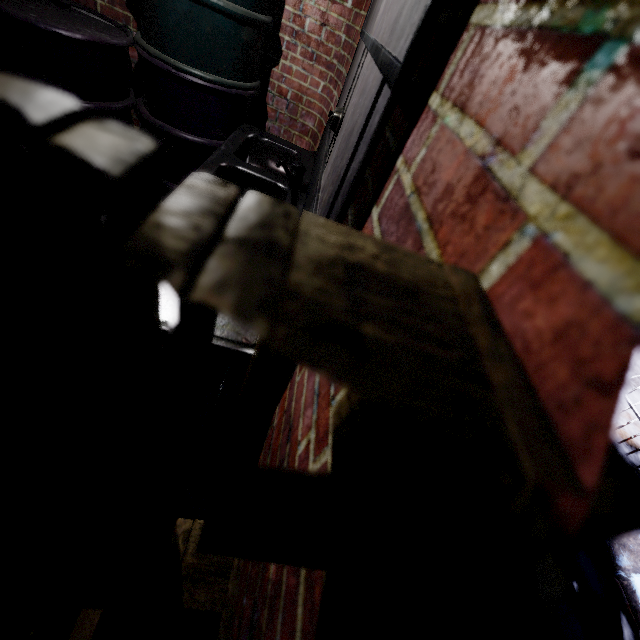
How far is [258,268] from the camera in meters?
0.1 m

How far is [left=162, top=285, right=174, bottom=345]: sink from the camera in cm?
74

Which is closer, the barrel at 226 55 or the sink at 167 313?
the sink at 167 313

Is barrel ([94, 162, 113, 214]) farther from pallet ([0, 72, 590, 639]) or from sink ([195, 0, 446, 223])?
pallet ([0, 72, 590, 639])

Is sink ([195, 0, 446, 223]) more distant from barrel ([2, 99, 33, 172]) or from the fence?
the fence

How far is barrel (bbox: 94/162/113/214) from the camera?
2.10m

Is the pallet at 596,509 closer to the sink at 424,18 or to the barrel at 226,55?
the sink at 424,18

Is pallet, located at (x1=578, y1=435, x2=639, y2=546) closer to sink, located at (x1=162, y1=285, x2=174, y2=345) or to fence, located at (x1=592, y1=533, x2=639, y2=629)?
sink, located at (x1=162, y1=285, x2=174, y2=345)
